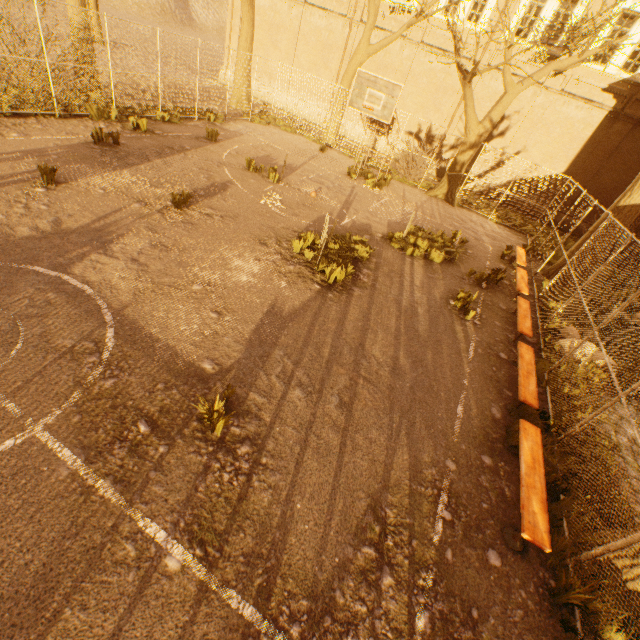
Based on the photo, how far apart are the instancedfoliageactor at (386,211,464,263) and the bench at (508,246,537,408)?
3.4m

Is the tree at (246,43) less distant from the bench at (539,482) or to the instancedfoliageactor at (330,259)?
the bench at (539,482)

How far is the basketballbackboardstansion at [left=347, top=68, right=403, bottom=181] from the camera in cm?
1107

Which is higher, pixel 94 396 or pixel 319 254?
pixel 319 254

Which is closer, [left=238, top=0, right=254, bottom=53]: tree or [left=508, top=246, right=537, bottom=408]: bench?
[left=508, top=246, right=537, bottom=408]: bench

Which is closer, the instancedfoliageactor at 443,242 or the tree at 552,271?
the instancedfoliageactor at 443,242

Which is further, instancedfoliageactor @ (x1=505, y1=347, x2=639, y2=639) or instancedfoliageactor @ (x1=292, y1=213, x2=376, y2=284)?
instancedfoliageactor @ (x1=292, y1=213, x2=376, y2=284)

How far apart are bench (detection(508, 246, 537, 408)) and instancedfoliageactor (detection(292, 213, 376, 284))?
4.2m
